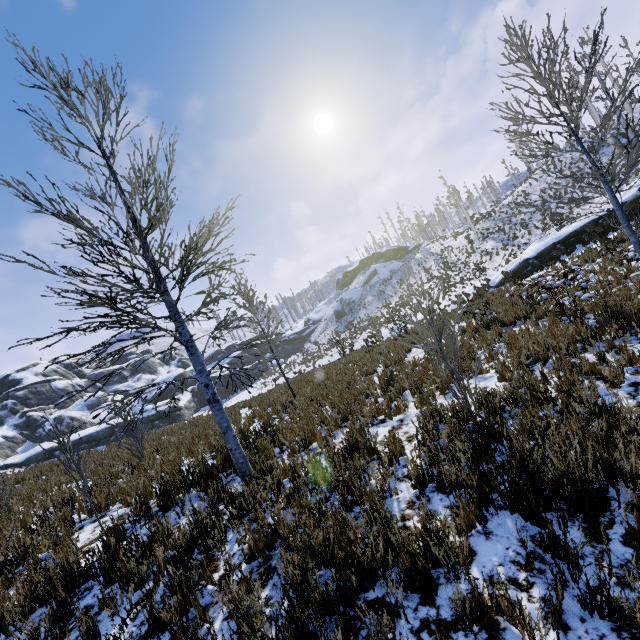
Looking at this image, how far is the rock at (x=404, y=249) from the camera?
53.9m

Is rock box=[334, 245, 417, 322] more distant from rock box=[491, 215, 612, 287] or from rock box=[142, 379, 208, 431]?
rock box=[491, 215, 612, 287]

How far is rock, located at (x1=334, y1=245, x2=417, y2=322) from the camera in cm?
5388

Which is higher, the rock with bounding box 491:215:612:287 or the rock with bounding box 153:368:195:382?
the rock with bounding box 153:368:195:382

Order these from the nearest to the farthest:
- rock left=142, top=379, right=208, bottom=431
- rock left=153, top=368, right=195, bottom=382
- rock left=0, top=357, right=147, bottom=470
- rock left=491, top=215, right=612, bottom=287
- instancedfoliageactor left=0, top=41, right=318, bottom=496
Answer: instancedfoliageactor left=0, top=41, right=318, bottom=496 < rock left=491, top=215, right=612, bottom=287 < rock left=0, top=357, right=147, bottom=470 < rock left=142, top=379, right=208, bottom=431 < rock left=153, top=368, right=195, bottom=382

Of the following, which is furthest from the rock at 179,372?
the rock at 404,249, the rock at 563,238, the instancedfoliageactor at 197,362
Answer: the rock at 563,238

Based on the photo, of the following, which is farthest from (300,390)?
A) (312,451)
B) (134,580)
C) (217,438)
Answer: (134,580)
